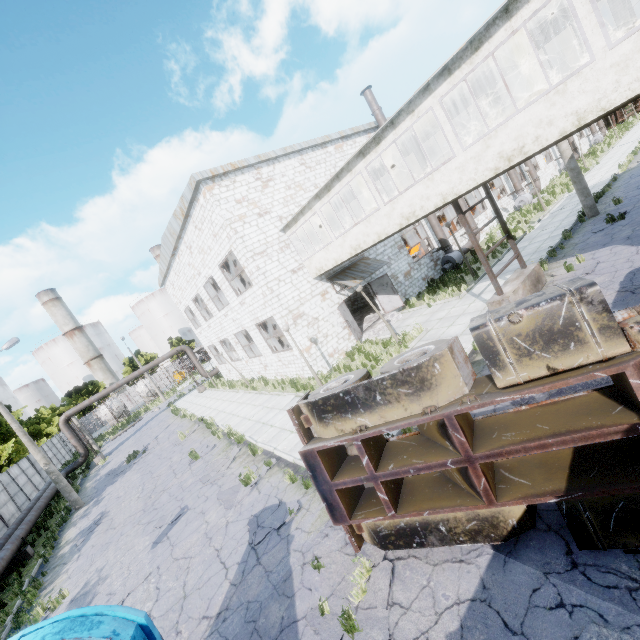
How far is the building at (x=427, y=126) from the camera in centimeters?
1229cm

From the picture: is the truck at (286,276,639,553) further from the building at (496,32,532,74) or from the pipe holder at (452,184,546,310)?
the pipe holder at (452,184,546,310)

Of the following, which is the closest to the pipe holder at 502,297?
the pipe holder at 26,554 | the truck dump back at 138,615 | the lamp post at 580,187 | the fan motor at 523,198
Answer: the lamp post at 580,187

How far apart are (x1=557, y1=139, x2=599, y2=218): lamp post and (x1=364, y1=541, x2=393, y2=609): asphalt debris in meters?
18.4 m

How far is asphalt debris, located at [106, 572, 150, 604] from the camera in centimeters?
837cm

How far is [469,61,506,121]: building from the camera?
10.3m

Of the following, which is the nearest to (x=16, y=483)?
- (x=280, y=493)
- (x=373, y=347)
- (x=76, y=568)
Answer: (x=76, y=568)

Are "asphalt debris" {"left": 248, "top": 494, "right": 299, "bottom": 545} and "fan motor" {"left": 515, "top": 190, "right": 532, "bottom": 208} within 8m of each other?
no
